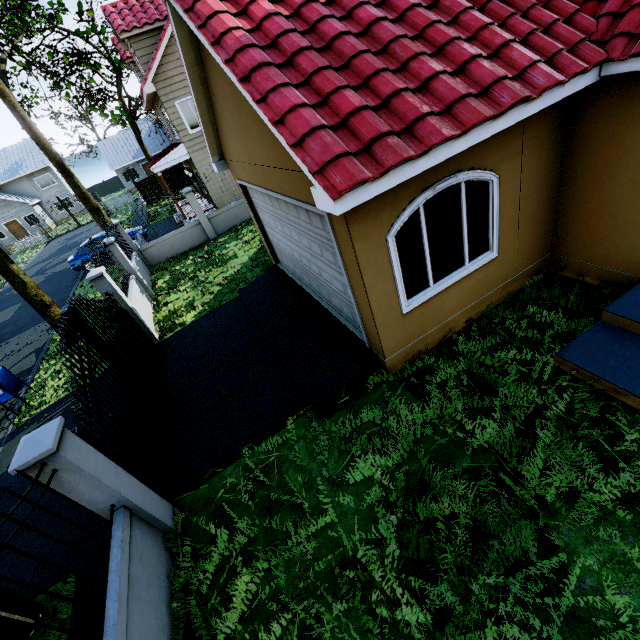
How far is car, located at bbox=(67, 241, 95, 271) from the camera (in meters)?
18.14

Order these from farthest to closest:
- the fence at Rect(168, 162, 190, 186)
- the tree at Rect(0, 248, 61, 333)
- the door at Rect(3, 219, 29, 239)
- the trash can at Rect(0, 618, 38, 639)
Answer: the door at Rect(3, 219, 29, 239)
the fence at Rect(168, 162, 190, 186)
the tree at Rect(0, 248, 61, 333)
the trash can at Rect(0, 618, 38, 639)

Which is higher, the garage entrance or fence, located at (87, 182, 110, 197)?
fence, located at (87, 182, 110, 197)

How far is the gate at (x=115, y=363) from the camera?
4.59m

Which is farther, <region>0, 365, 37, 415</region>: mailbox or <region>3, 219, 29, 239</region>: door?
<region>3, 219, 29, 239</region>: door

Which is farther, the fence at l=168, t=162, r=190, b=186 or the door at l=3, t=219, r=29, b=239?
the door at l=3, t=219, r=29, b=239

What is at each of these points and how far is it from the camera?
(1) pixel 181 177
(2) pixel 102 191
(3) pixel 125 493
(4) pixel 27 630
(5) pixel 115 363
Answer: (1) fence, 31.3 meters
(2) fence, 53.5 meters
(3) fence, 4.0 meters
(4) trash can, 4.1 meters
(5) gate, 6.2 meters

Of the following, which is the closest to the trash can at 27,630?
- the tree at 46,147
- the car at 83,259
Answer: the tree at 46,147
